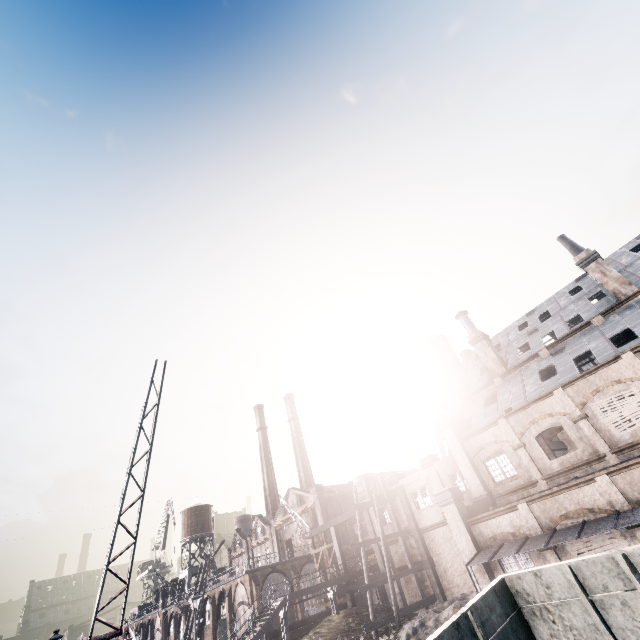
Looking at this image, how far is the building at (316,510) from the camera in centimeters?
5339cm

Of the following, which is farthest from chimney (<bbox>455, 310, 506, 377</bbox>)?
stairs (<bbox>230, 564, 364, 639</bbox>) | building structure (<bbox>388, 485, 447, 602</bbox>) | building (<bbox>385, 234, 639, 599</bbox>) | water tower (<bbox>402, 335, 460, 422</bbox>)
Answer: stairs (<bbox>230, 564, 364, 639</bbox>)

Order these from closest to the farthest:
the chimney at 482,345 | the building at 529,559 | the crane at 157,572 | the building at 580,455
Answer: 1. the building at 529,559
2. the building at 580,455
3. the chimney at 482,345
4. the crane at 157,572

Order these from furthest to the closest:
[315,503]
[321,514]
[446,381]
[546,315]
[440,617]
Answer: [315,503]
[321,514]
[446,381]
[546,315]
[440,617]

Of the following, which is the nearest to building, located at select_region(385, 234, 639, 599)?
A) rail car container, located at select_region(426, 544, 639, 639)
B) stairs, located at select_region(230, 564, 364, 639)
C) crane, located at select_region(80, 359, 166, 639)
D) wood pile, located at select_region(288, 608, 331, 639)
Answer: stairs, located at select_region(230, 564, 364, 639)

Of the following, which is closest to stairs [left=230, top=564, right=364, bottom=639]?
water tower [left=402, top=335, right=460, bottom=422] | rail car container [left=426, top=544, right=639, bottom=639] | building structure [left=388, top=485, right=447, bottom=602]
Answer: building structure [left=388, top=485, right=447, bottom=602]

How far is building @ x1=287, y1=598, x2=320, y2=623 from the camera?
42.1 meters

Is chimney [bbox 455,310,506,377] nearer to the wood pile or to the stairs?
the stairs
